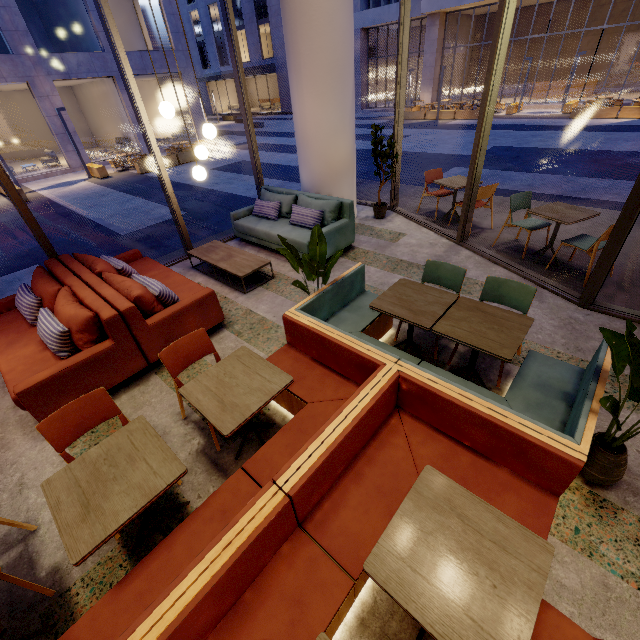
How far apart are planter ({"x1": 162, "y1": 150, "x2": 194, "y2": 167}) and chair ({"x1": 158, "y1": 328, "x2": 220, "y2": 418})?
16.0 meters

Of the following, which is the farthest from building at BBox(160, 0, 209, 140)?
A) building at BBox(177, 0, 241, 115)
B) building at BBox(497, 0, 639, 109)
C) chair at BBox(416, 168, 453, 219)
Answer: building at BBox(497, 0, 639, 109)

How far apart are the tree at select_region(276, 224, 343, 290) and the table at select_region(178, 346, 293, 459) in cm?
Answer: 86

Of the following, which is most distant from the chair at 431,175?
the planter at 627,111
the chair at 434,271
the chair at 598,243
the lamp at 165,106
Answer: the planter at 627,111

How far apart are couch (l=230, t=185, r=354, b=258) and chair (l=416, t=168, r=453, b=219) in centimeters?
202cm

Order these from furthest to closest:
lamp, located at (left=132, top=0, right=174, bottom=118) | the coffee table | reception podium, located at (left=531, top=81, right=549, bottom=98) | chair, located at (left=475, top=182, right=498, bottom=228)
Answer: reception podium, located at (left=531, top=81, right=549, bottom=98) → chair, located at (left=475, top=182, right=498, bottom=228) → the coffee table → lamp, located at (left=132, top=0, right=174, bottom=118)

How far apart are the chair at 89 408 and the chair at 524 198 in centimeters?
559cm

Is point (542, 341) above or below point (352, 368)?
below
